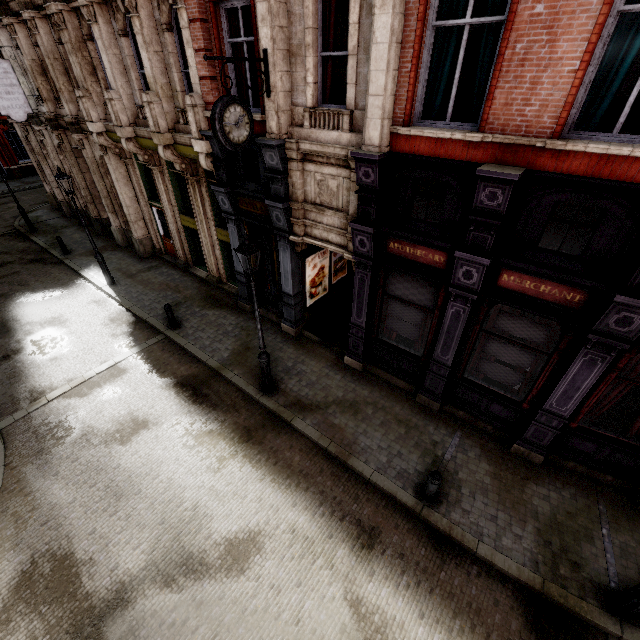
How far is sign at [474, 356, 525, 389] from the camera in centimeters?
738cm

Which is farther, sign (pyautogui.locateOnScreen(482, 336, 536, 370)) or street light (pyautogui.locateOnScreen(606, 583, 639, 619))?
sign (pyautogui.locateOnScreen(482, 336, 536, 370))

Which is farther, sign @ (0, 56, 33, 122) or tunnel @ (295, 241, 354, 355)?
sign @ (0, 56, 33, 122)

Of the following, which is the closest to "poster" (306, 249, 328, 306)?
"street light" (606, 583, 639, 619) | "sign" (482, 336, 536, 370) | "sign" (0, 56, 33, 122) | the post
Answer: "sign" (482, 336, 536, 370)

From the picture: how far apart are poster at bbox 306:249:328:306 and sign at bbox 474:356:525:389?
5.9 meters

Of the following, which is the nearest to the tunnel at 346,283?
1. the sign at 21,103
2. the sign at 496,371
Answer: the sign at 496,371

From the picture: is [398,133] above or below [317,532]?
above

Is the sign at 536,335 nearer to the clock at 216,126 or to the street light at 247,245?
the street light at 247,245
